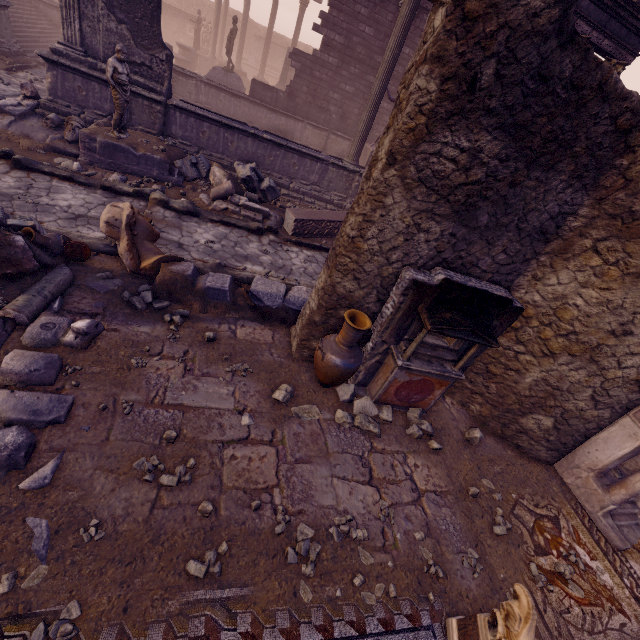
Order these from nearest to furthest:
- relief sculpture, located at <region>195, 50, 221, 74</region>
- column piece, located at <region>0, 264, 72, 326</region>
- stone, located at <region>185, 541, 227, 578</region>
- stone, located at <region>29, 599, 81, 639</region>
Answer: stone, located at <region>29, 599, 81, 639</region> < stone, located at <region>185, 541, 227, 578</region> < column piece, located at <region>0, 264, 72, 326</region> < relief sculpture, located at <region>195, 50, 221, 74</region>

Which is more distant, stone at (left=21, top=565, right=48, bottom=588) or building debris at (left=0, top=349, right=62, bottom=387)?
building debris at (left=0, top=349, right=62, bottom=387)

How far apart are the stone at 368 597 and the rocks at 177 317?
3.8m

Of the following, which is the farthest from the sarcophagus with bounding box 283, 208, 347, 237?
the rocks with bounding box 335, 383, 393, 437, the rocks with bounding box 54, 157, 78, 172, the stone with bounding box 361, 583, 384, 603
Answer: the stone with bounding box 361, 583, 384, 603

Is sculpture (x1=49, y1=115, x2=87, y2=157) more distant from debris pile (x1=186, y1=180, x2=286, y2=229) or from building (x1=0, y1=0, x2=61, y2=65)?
building (x1=0, y1=0, x2=61, y2=65)

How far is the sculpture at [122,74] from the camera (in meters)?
7.04

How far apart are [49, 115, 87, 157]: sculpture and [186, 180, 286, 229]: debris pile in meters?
2.5 m

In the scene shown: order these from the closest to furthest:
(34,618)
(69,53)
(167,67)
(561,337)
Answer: (34,618)
(561,337)
(69,53)
(167,67)
